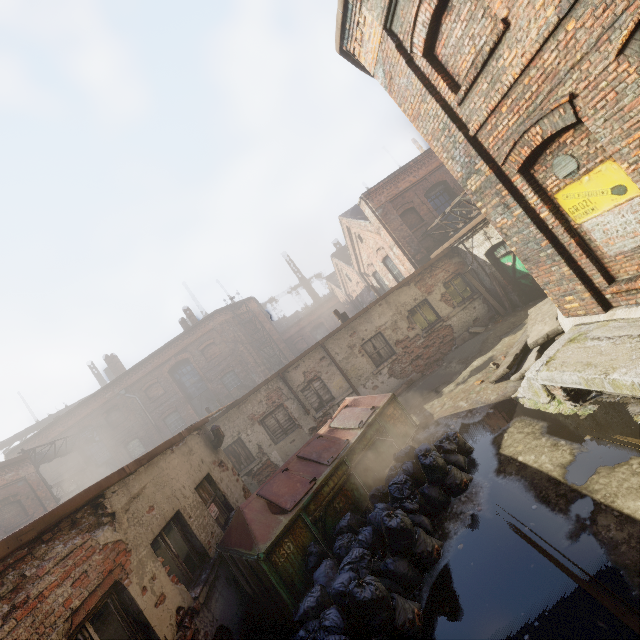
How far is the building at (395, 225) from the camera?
15.8 meters

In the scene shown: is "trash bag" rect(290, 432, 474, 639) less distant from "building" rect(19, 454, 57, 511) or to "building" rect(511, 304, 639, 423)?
"building" rect(511, 304, 639, 423)

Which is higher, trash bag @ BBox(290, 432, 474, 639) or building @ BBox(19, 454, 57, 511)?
building @ BBox(19, 454, 57, 511)

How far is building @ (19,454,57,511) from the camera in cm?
1634

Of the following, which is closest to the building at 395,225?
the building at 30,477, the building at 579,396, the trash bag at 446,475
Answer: the building at 579,396

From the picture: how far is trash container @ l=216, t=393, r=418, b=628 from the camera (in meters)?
5.03

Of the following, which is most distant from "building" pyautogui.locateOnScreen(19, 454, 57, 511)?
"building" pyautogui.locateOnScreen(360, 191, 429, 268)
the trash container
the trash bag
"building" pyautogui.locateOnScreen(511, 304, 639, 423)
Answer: "building" pyautogui.locateOnScreen(360, 191, 429, 268)

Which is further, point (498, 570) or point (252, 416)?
point (252, 416)
